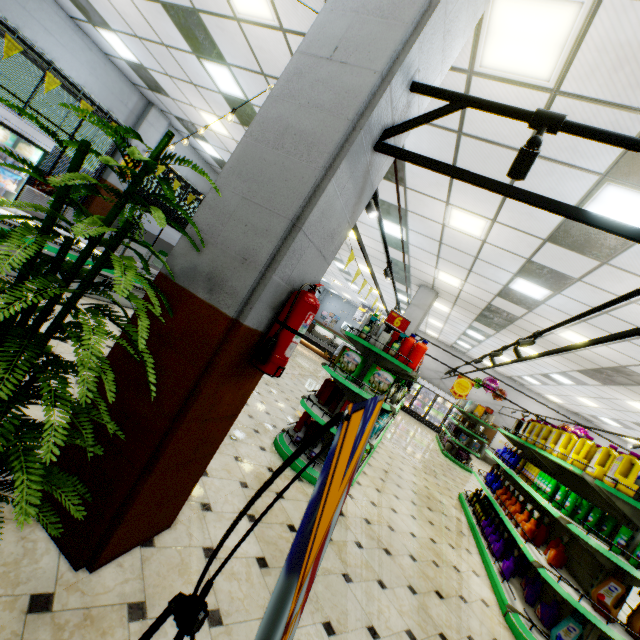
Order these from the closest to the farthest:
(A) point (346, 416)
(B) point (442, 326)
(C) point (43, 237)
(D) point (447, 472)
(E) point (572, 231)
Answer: (A) point (346, 416) < (C) point (43, 237) < (E) point (572, 231) < (D) point (447, 472) < (B) point (442, 326)

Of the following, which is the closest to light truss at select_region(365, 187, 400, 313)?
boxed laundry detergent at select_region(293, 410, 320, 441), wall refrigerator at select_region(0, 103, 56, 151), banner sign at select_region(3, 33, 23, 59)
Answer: boxed laundry detergent at select_region(293, 410, 320, 441)

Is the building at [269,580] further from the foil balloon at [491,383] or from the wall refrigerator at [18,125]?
the foil balloon at [491,383]

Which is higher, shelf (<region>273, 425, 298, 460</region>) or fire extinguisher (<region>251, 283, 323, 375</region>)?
fire extinguisher (<region>251, 283, 323, 375</region>)

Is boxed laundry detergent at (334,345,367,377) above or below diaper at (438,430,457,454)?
above

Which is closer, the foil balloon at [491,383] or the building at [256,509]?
the building at [256,509]

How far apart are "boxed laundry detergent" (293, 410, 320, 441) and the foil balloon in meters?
12.1

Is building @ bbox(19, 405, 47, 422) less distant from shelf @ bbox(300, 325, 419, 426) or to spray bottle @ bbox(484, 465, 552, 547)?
shelf @ bbox(300, 325, 419, 426)
